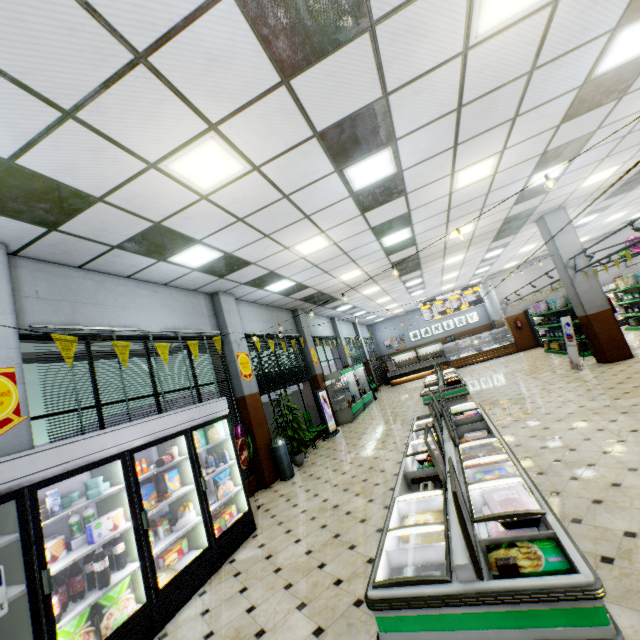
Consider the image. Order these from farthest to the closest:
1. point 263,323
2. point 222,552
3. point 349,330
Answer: point 349,330 < point 263,323 < point 222,552

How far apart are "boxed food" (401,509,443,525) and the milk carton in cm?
330

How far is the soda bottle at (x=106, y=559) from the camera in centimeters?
331cm

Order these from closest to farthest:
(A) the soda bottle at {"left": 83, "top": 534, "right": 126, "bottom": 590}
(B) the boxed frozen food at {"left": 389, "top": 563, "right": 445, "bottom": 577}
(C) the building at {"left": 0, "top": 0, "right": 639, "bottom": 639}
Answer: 1. (B) the boxed frozen food at {"left": 389, "top": 563, "right": 445, "bottom": 577}
2. (C) the building at {"left": 0, "top": 0, "right": 639, "bottom": 639}
3. (A) the soda bottle at {"left": 83, "top": 534, "right": 126, "bottom": 590}

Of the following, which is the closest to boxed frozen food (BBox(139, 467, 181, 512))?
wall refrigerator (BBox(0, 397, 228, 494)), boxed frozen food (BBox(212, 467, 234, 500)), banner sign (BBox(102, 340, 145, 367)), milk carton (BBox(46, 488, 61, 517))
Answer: wall refrigerator (BBox(0, 397, 228, 494))

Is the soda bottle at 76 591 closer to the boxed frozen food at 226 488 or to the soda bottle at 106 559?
the soda bottle at 106 559

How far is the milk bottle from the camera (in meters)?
3.45

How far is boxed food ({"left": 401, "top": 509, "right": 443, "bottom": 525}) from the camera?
2.9m
